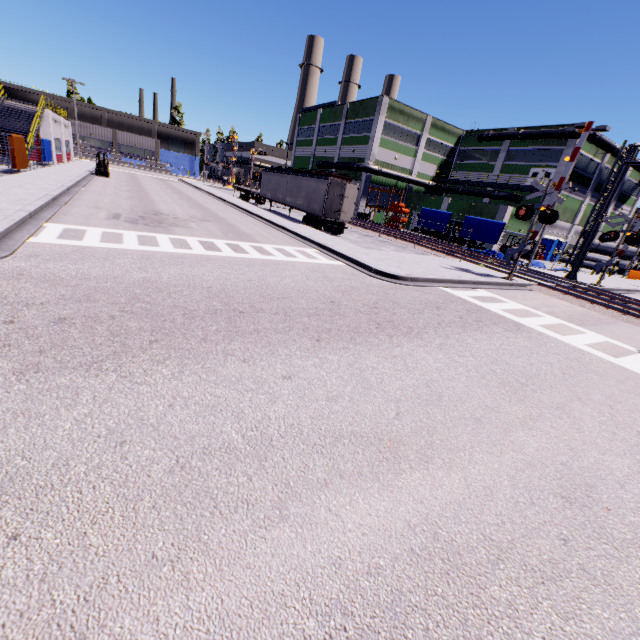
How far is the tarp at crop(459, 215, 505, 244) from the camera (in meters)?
27.88

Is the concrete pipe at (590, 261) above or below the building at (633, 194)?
below

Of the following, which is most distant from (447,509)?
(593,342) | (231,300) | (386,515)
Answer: (593,342)

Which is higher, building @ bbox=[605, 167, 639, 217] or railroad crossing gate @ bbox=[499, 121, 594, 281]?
building @ bbox=[605, 167, 639, 217]

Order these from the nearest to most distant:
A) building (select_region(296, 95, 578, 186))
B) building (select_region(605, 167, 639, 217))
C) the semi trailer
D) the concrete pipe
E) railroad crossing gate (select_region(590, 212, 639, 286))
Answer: railroad crossing gate (select_region(590, 212, 639, 286)) → the semi trailer → building (select_region(296, 95, 578, 186)) → the concrete pipe → building (select_region(605, 167, 639, 217))

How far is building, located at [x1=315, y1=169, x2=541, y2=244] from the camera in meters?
36.8 m

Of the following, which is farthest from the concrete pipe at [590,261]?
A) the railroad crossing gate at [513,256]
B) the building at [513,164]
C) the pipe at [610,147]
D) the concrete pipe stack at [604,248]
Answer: the railroad crossing gate at [513,256]

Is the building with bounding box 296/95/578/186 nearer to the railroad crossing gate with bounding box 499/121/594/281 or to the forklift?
the forklift
